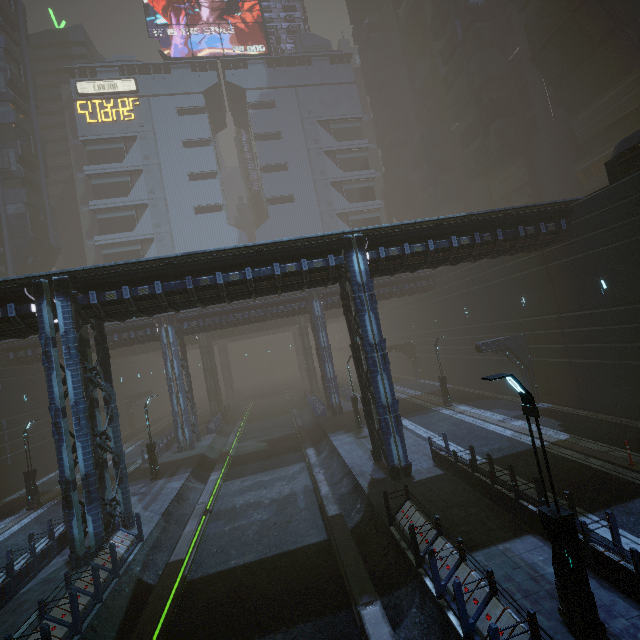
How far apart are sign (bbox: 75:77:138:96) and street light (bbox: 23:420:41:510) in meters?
60.1

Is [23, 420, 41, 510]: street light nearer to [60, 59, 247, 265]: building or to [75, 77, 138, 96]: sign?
[60, 59, 247, 265]: building

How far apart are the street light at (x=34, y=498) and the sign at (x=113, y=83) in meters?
60.1 m

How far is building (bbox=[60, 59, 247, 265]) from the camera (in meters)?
53.25

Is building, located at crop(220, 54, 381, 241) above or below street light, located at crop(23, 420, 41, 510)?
above

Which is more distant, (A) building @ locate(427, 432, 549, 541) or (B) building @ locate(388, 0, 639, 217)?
(B) building @ locate(388, 0, 639, 217)

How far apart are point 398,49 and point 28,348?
73.2 meters

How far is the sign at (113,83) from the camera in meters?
53.4
